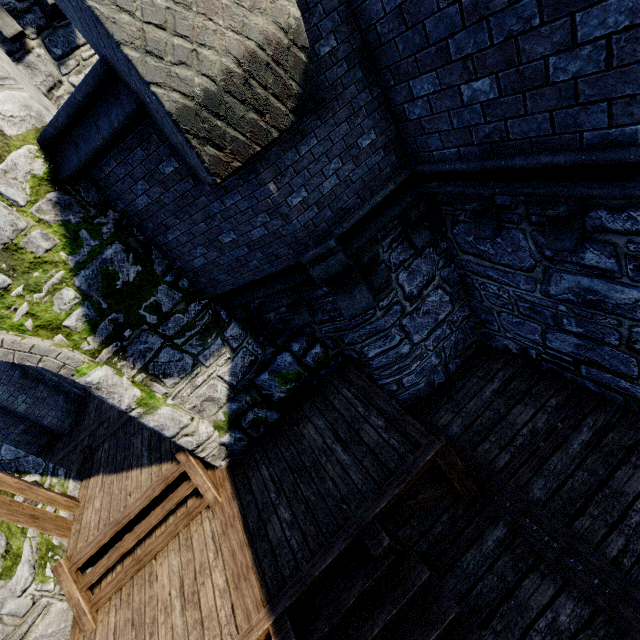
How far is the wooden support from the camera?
4.11m

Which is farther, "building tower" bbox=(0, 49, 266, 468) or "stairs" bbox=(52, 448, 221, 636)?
"stairs" bbox=(52, 448, 221, 636)

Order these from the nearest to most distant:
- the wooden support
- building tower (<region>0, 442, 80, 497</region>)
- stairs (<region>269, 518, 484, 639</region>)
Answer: stairs (<region>269, 518, 484, 639</region>) → the wooden support → building tower (<region>0, 442, 80, 497</region>)

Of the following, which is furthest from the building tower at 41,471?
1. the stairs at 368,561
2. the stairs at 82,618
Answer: the stairs at 368,561

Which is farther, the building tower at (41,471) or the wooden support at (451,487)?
the building tower at (41,471)

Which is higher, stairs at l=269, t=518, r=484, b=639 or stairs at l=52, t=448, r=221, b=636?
stairs at l=52, t=448, r=221, b=636

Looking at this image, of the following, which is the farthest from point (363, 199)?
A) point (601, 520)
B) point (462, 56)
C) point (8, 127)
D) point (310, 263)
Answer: point (601, 520)

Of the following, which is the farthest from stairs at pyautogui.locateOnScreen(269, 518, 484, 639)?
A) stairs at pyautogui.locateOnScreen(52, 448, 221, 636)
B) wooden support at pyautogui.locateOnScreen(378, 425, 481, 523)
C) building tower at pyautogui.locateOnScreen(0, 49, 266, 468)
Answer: building tower at pyautogui.locateOnScreen(0, 49, 266, 468)
